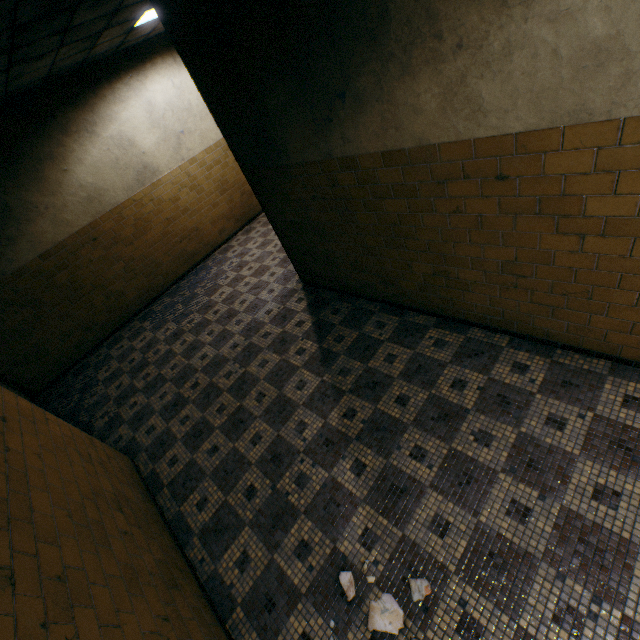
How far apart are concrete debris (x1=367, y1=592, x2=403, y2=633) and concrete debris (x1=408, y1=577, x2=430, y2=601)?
0.1 meters

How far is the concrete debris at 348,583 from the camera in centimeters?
232cm

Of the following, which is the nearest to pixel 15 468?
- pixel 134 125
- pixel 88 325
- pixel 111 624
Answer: pixel 111 624

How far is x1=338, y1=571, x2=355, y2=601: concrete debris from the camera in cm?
232

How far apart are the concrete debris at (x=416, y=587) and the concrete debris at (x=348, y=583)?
0.4m

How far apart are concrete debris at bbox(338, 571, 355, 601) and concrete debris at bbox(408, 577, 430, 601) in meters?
0.4

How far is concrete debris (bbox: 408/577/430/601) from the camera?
2.2 meters

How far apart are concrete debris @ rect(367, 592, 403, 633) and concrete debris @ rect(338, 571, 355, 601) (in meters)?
0.14
